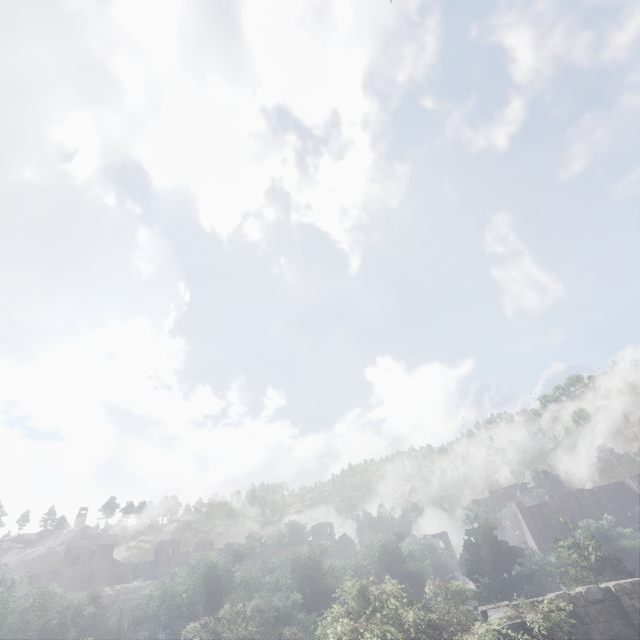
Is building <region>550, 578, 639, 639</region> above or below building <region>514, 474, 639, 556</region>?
below

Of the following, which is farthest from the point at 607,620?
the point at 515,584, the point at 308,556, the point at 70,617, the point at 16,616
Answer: the point at 16,616

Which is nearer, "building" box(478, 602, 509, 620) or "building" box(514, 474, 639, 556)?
"building" box(478, 602, 509, 620)

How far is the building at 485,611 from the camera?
11.15m

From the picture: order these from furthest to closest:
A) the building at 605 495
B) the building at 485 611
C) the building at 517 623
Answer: the building at 605 495
the building at 485 611
the building at 517 623

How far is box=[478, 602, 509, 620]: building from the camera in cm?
1115
